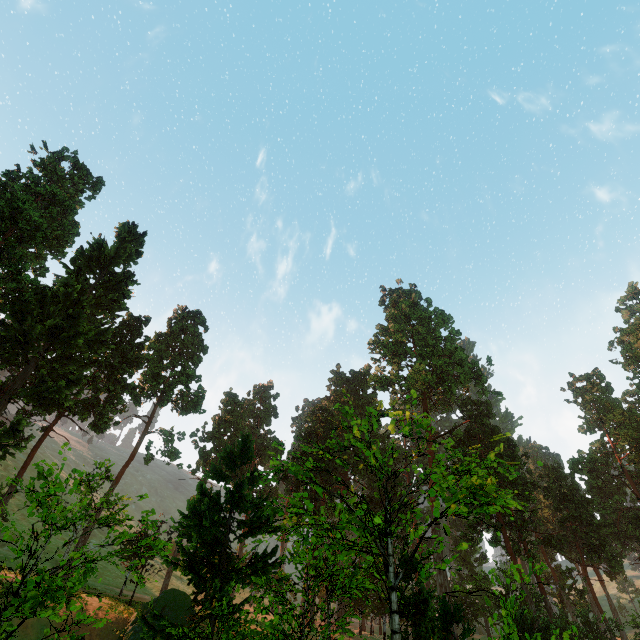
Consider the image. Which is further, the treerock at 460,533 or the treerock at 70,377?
the treerock at 460,533

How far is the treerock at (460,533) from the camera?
14.9m

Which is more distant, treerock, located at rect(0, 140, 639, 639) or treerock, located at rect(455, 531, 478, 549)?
treerock, located at rect(455, 531, 478, 549)

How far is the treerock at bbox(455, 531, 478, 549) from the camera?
14.9m

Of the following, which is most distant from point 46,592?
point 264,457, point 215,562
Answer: point 264,457
